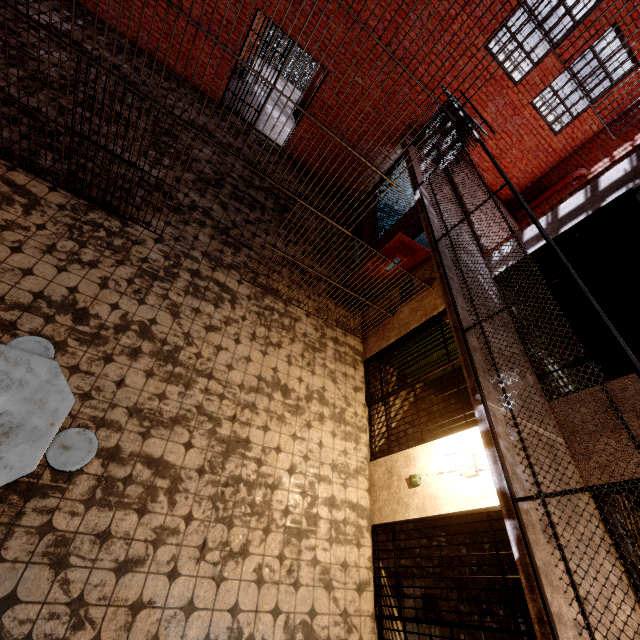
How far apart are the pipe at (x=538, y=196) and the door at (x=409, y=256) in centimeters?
549cm

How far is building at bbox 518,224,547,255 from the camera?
4.5 meters

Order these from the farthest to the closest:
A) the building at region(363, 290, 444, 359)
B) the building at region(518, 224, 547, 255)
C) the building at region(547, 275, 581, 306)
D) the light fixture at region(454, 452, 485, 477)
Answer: the building at region(363, 290, 444, 359)
the building at region(547, 275, 581, 306)
the building at region(518, 224, 547, 255)
the light fixture at region(454, 452, 485, 477)

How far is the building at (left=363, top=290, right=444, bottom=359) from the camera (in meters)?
5.75

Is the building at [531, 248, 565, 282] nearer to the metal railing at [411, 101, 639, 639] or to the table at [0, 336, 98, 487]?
the metal railing at [411, 101, 639, 639]

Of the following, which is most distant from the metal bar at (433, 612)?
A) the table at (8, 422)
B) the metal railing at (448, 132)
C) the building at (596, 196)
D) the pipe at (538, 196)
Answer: the pipe at (538, 196)

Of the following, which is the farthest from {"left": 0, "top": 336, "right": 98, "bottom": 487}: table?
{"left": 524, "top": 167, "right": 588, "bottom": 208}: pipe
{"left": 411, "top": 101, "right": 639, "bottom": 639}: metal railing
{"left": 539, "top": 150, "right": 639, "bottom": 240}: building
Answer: {"left": 524, "top": 167, "right": 588, "bottom": 208}: pipe

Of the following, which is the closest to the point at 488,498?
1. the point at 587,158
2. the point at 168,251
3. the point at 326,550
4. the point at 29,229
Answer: the point at 326,550
